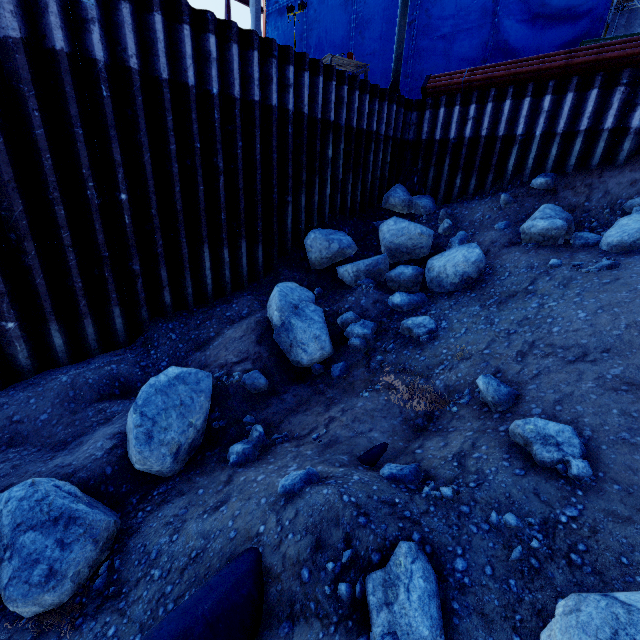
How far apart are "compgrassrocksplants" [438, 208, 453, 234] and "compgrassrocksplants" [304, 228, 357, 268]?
2.2m

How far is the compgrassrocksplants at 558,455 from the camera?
2.81m

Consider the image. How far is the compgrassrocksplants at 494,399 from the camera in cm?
387

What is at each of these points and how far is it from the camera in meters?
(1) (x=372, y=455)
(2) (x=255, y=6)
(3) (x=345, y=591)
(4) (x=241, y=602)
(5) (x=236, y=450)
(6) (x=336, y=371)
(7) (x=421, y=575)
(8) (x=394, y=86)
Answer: (1) pipe, 4.0
(2) concrete column, 25.1
(3) compgrassrocksplants, 2.4
(4) pipe, 2.6
(5) compgrassrocksplants, 4.6
(6) compgrassrocksplants, 6.0
(7) compgrassrocksplants, 2.2
(8) floodlight pole, 11.4

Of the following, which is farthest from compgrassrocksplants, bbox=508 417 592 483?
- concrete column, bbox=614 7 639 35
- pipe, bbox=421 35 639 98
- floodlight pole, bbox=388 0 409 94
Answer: concrete column, bbox=614 7 639 35

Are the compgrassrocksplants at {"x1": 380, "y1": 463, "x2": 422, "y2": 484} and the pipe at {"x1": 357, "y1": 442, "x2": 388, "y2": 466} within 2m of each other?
yes

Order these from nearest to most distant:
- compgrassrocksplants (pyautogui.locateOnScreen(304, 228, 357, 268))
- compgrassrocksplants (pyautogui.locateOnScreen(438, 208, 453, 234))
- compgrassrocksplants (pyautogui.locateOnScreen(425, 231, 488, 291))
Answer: compgrassrocksplants (pyautogui.locateOnScreen(425, 231, 488, 291))
compgrassrocksplants (pyautogui.locateOnScreen(304, 228, 357, 268))
compgrassrocksplants (pyautogui.locateOnScreen(438, 208, 453, 234))

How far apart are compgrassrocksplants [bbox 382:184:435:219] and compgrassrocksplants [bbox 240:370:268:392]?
7.71m
